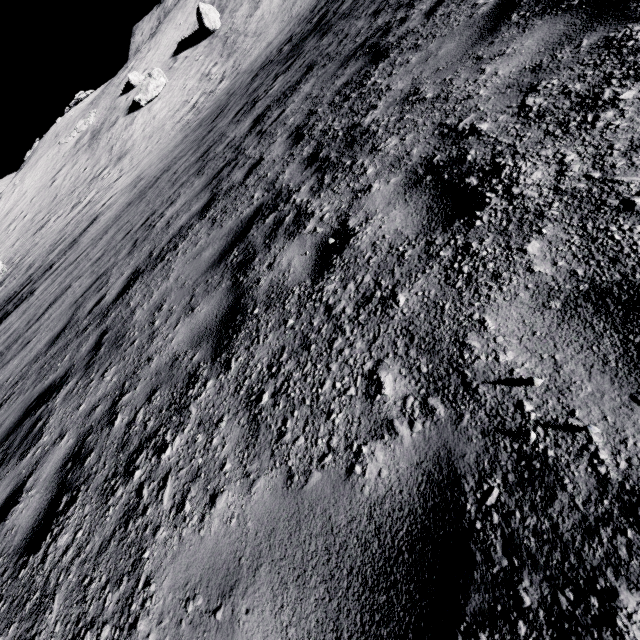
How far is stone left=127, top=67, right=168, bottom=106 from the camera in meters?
29.0

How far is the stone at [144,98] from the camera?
29.0m

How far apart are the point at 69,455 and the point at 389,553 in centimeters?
333cm

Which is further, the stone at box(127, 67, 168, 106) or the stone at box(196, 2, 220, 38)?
the stone at box(196, 2, 220, 38)

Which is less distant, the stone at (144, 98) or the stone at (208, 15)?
the stone at (144, 98)
